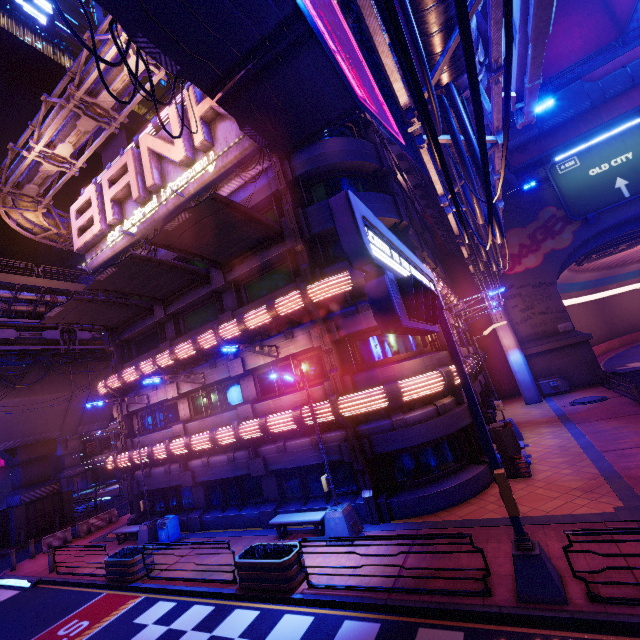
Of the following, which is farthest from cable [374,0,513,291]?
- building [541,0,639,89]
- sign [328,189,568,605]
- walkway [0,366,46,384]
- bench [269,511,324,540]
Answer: walkway [0,366,46,384]

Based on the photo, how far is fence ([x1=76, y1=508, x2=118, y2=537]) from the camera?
22.0m

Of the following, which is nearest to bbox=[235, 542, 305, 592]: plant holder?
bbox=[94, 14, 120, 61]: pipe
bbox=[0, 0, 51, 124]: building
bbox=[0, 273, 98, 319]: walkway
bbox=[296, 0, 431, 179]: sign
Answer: bbox=[296, 0, 431, 179]: sign

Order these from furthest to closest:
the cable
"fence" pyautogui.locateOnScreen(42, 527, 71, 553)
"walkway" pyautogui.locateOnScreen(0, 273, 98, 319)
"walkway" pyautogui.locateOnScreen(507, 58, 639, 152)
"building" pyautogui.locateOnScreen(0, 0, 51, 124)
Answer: "building" pyautogui.locateOnScreen(0, 0, 51, 124) < "walkway" pyautogui.locateOnScreen(507, 58, 639, 152) < "walkway" pyautogui.locateOnScreen(0, 273, 98, 319) < "fence" pyautogui.locateOnScreen(42, 527, 71, 553) < the cable

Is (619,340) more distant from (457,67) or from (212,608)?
(212,608)

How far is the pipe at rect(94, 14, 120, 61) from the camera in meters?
15.8 m

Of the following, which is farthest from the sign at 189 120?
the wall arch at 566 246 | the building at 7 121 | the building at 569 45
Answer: the building at 7 121

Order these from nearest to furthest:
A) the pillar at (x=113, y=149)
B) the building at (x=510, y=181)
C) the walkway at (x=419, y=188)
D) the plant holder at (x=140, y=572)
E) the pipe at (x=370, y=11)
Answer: the pipe at (x=370, y=11) < the plant holder at (x=140, y=572) < the walkway at (x=419, y=188) < the pillar at (x=113, y=149) < the building at (x=510, y=181)
